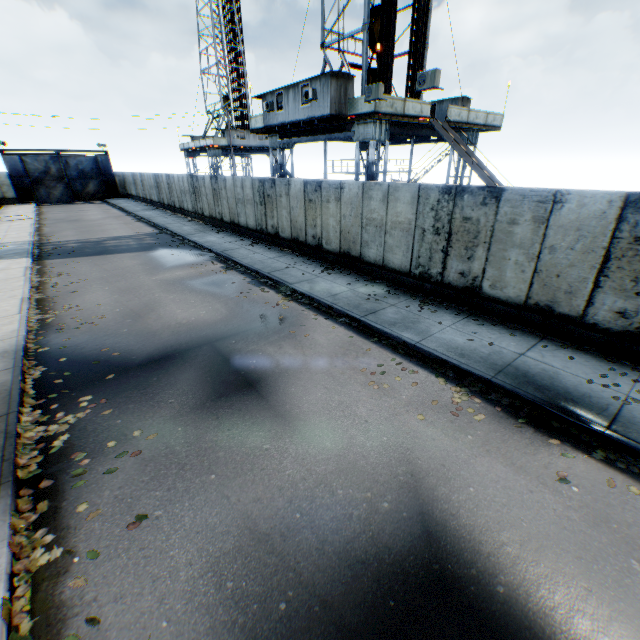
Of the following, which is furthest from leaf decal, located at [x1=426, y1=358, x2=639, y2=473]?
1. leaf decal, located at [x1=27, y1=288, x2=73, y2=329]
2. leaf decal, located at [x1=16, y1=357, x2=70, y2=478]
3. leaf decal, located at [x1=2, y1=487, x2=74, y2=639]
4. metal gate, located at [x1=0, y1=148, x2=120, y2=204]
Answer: metal gate, located at [x1=0, y1=148, x2=120, y2=204]

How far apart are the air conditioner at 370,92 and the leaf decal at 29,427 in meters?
14.8 m

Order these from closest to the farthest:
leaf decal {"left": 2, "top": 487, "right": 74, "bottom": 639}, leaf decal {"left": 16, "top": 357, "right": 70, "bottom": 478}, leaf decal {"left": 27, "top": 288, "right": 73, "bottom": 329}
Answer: leaf decal {"left": 2, "top": 487, "right": 74, "bottom": 639} → leaf decal {"left": 16, "top": 357, "right": 70, "bottom": 478} → leaf decal {"left": 27, "top": 288, "right": 73, "bottom": 329}

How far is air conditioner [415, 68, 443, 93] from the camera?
11.6 meters

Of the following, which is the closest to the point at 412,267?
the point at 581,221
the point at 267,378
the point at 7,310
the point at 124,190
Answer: the point at 581,221

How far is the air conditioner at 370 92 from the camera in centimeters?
1358cm

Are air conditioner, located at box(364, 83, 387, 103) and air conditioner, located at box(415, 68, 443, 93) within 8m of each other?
yes

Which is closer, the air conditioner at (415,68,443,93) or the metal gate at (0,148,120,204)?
the air conditioner at (415,68,443,93)
